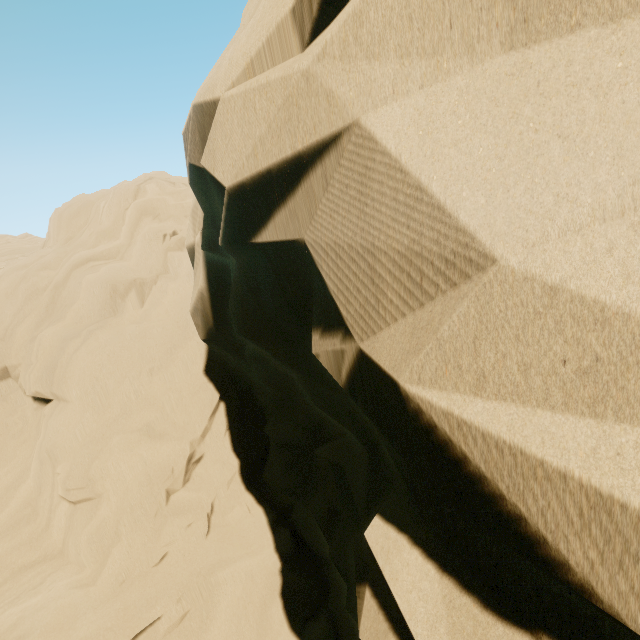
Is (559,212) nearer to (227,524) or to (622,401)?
(622,401)
